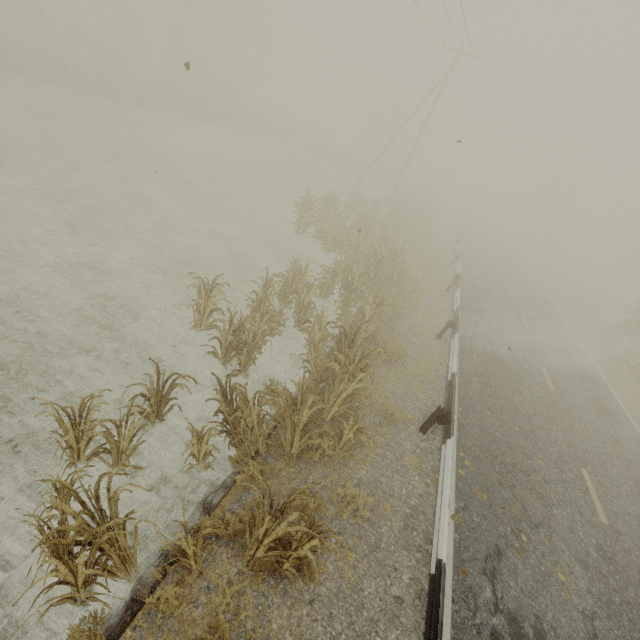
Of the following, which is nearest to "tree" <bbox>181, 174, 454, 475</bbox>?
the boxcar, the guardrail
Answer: the guardrail

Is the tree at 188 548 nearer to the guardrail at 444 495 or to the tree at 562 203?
the guardrail at 444 495

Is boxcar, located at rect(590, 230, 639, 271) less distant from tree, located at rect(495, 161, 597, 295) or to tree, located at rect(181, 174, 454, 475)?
tree, located at rect(495, 161, 597, 295)

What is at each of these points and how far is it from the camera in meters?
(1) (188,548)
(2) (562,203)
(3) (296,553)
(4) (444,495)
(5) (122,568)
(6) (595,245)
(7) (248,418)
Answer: (1) tree, 4.0
(2) tree, 46.0
(3) tree, 4.0
(4) guardrail, 5.5
(5) tree, 4.0
(6) boxcar, 59.4
(7) tree, 5.6

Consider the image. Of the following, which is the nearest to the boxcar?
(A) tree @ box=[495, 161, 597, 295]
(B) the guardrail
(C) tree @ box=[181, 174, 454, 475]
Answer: (A) tree @ box=[495, 161, 597, 295]

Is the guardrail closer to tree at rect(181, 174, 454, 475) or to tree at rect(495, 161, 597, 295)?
tree at rect(181, 174, 454, 475)

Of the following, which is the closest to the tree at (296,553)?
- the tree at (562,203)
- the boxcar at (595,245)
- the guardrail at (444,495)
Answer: the guardrail at (444,495)

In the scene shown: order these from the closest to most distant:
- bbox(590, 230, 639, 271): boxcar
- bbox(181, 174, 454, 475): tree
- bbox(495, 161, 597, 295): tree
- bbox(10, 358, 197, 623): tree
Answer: bbox(10, 358, 197, 623): tree
bbox(181, 174, 454, 475): tree
bbox(495, 161, 597, 295): tree
bbox(590, 230, 639, 271): boxcar
